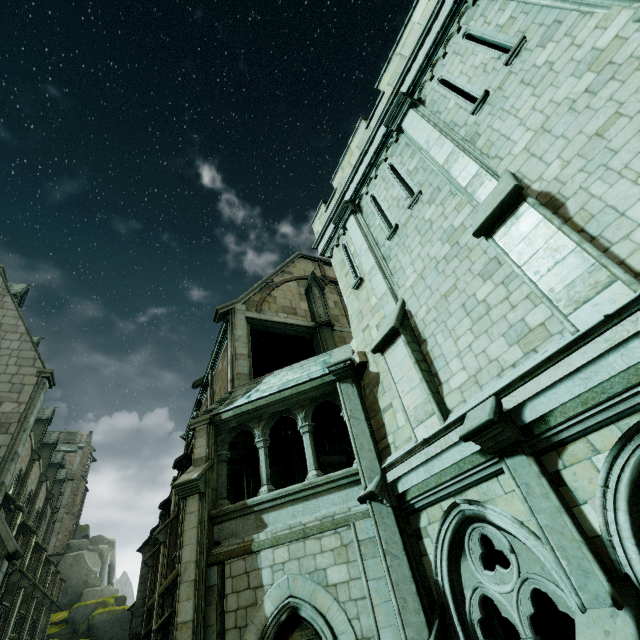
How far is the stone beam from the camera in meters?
14.5

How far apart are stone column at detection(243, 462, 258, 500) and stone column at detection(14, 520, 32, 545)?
17.53m

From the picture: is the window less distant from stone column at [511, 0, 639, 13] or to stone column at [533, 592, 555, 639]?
stone column at [533, 592, 555, 639]

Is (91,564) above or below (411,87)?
below

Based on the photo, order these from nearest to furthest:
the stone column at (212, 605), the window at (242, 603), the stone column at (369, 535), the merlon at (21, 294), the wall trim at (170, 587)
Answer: the stone column at (369, 535) → the window at (242, 603) → the stone column at (212, 605) → the wall trim at (170, 587) → the merlon at (21, 294)

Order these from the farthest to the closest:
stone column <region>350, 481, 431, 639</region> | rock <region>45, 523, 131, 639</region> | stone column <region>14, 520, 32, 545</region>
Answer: rock <region>45, 523, 131, 639</region>, stone column <region>14, 520, 32, 545</region>, stone column <region>350, 481, 431, 639</region>

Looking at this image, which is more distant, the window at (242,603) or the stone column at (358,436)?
the stone column at (358,436)

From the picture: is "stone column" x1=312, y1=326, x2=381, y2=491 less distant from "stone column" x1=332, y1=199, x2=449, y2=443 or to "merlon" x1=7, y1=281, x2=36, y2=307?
"stone column" x1=332, y1=199, x2=449, y2=443
